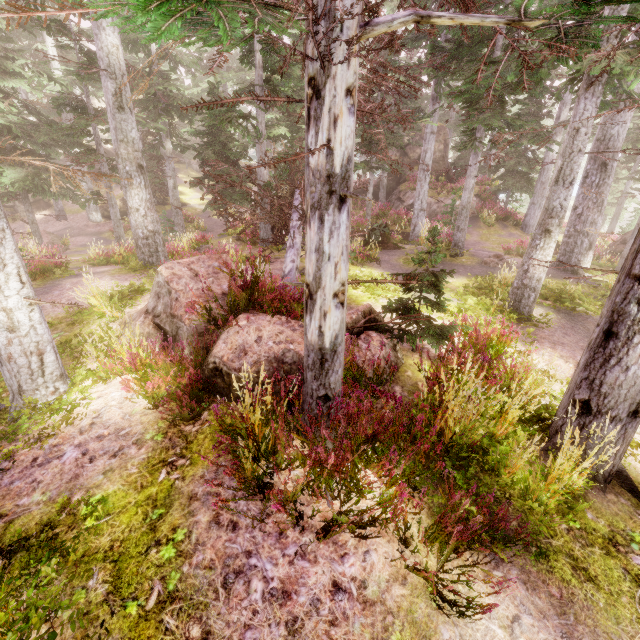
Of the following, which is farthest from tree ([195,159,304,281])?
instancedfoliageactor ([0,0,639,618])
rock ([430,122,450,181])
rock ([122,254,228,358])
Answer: rock ([430,122,450,181])

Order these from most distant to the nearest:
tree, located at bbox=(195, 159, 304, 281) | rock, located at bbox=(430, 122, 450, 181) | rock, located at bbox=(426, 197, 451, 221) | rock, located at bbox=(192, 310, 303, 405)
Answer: rock, located at bbox=(430, 122, 450, 181) → rock, located at bbox=(426, 197, 451, 221) → tree, located at bbox=(195, 159, 304, 281) → rock, located at bbox=(192, 310, 303, 405)

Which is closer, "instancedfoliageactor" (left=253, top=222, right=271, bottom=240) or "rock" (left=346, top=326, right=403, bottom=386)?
"rock" (left=346, top=326, right=403, bottom=386)

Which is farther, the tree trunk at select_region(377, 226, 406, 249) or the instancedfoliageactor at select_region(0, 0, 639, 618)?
the tree trunk at select_region(377, 226, 406, 249)

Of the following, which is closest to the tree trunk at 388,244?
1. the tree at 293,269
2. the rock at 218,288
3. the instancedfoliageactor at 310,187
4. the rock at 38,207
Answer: the tree at 293,269

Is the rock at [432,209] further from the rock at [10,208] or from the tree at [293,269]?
the rock at [10,208]

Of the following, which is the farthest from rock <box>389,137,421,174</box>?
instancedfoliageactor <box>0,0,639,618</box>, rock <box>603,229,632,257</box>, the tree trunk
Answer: rock <box>603,229,632,257</box>

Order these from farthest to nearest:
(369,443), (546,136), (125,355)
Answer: (546,136)
(125,355)
(369,443)
